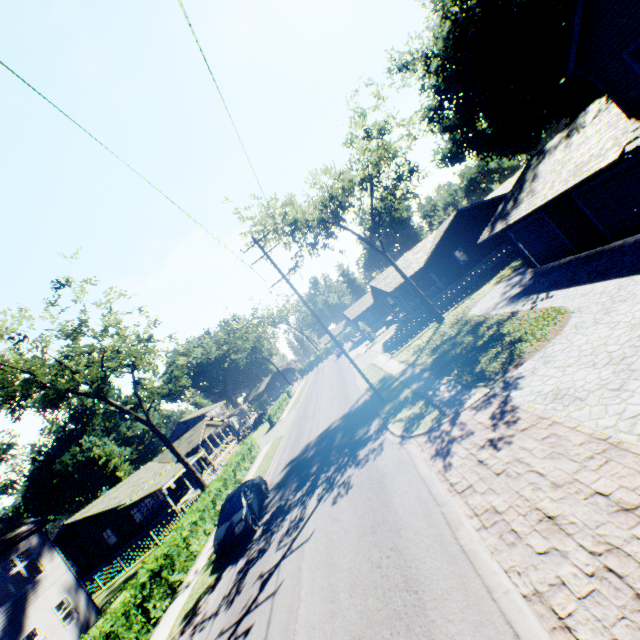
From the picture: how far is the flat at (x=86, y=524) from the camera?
32.81m

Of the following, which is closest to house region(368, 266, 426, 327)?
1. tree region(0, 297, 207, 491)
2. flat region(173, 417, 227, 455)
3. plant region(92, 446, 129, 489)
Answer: tree region(0, 297, 207, 491)

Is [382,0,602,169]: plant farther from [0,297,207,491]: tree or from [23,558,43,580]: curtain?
[23,558,43,580]: curtain

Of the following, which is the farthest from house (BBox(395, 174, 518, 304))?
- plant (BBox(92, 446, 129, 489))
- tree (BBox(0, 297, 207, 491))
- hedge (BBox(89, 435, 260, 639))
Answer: Result: plant (BBox(92, 446, 129, 489))

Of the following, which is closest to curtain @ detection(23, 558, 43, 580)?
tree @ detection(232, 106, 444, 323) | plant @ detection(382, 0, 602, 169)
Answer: tree @ detection(232, 106, 444, 323)

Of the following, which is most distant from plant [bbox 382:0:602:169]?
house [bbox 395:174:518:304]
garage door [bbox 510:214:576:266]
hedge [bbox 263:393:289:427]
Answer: hedge [bbox 263:393:289:427]

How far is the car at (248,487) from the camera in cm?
1379

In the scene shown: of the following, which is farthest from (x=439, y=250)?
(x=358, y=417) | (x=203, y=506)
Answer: (x=203, y=506)
